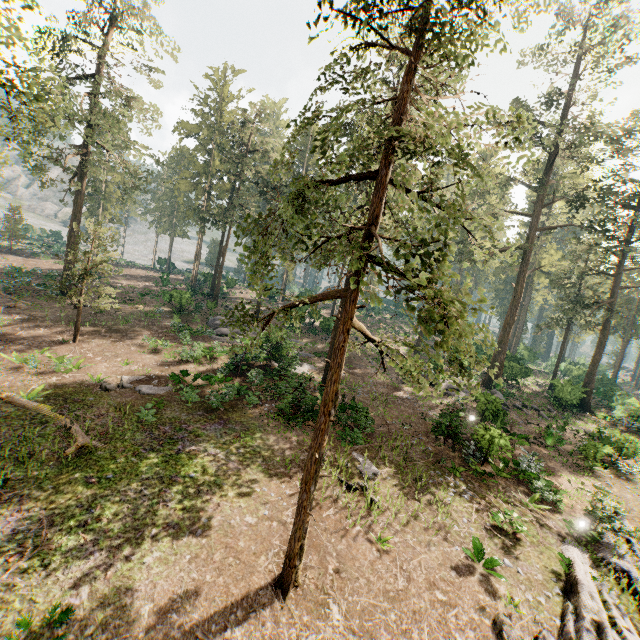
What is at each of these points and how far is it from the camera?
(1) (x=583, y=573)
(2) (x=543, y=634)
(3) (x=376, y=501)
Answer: (1) foliage, 11.2 meters
(2) foliage, 9.2 meters
(3) foliage, 12.7 meters

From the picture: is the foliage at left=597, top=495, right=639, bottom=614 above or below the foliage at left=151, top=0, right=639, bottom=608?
below

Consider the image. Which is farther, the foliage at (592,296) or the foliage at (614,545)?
the foliage at (614,545)

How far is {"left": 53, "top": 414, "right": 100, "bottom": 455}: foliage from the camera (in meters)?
12.17

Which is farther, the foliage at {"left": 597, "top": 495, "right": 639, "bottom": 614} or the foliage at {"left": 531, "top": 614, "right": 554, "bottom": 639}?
the foliage at {"left": 597, "top": 495, "right": 639, "bottom": 614}

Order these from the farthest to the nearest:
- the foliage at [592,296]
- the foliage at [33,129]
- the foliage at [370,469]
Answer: the foliage at [370,469], the foliage at [33,129], the foliage at [592,296]
